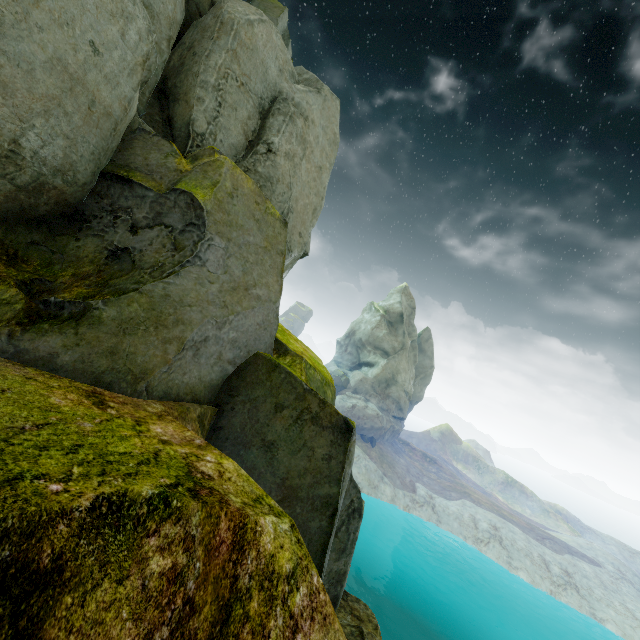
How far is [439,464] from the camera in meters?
55.3
